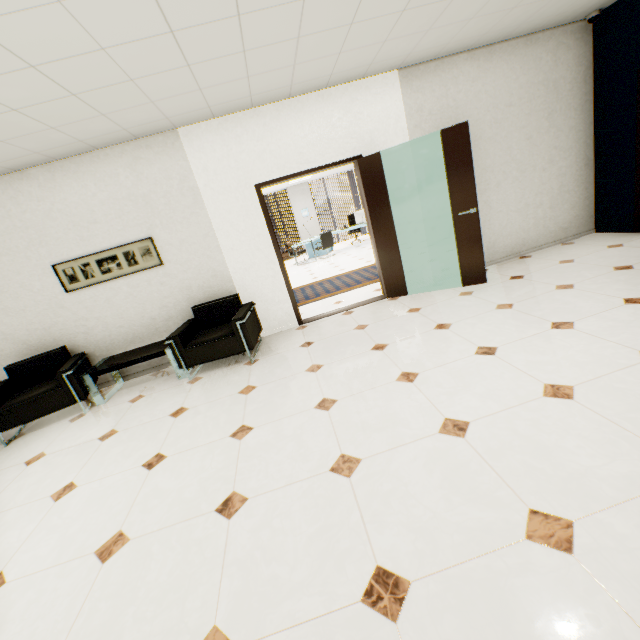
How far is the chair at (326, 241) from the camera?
11.30m

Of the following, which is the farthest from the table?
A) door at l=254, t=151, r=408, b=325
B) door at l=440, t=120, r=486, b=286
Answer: door at l=440, t=120, r=486, b=286

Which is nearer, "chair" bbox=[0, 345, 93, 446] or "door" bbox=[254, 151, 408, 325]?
"chair" bbox=[0, 345, 93, 446]

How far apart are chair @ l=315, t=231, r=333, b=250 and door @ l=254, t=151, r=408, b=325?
6.4m

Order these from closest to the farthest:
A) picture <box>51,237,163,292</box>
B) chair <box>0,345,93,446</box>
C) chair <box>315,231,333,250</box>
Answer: chair <box>0,345,93,446</box> < picture <box>51,237,163,292</box> < chair <box>315,231,333,250</box>

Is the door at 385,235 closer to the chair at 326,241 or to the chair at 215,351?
the chair at 215,351

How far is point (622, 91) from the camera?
4.4m

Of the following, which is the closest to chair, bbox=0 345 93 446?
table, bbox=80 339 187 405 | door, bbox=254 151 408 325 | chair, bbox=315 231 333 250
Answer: table, bbox=80 339 187 405
